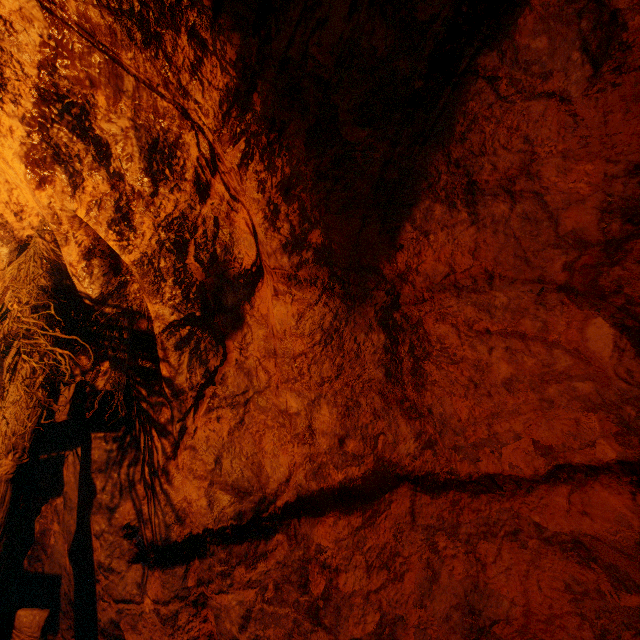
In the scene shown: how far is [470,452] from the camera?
1.49m
